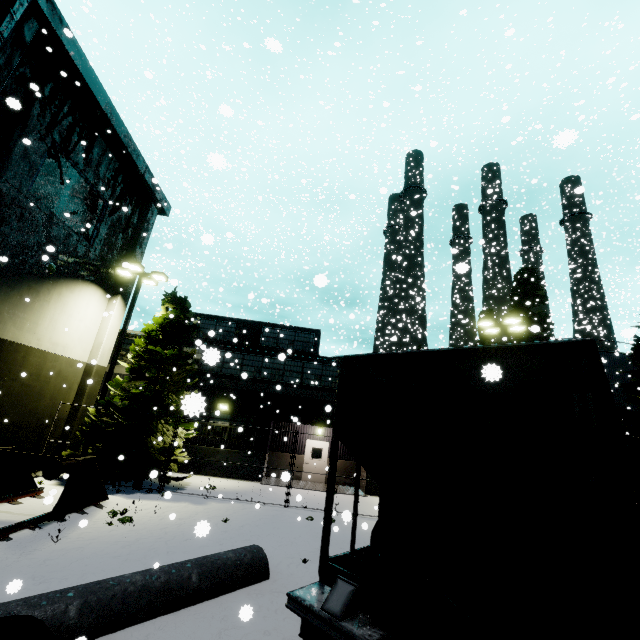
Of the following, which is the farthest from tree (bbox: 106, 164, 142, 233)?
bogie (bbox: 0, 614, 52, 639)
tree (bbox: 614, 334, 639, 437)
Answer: tree (bbox: 614, 334, 639, 437)

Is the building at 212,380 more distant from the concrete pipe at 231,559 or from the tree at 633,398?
the tree at 633,398

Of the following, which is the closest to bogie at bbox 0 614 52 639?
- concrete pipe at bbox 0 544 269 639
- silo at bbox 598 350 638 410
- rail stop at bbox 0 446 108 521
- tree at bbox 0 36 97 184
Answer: concrete pipe at bbox 0 544 269 639

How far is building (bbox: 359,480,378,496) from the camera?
18.6 meters

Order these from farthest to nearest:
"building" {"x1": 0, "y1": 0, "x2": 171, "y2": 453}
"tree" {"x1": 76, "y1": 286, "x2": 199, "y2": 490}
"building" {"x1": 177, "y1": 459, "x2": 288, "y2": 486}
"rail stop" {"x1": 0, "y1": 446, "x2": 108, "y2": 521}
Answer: "building" {"x1": 177, "y1": 459, "x2": 288, "y2": 486} → "tree" {"x1": 76, "y1": 286, "x2": 199, "y2": 490} → "building" {"x1": 0, "y1": 0, "x2": 171, "y2": 453} → "rail stop" {"x1": 0, "y1": 446, "x2": 108, "y2": 521}

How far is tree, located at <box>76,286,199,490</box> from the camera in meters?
13.7 m

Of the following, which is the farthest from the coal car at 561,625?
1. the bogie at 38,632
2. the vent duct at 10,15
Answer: the vent duct at 10,15

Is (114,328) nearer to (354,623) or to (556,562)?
(354,623)
